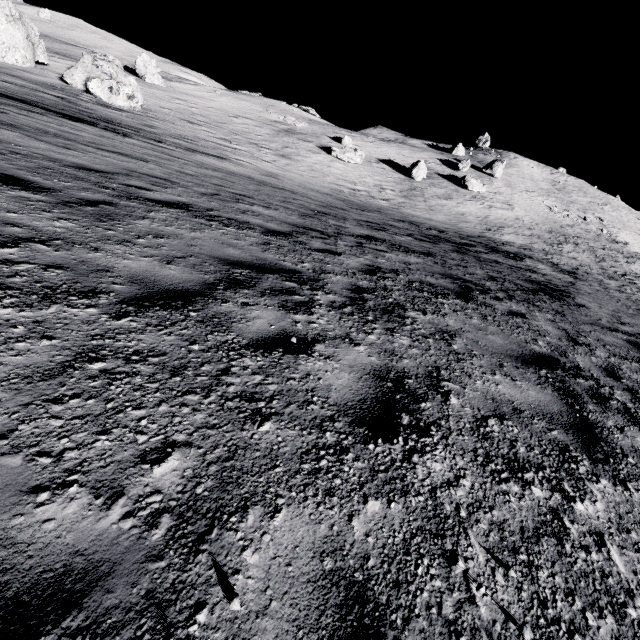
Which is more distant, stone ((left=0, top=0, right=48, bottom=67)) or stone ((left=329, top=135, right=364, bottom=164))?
stone ((left=329, top=135, right=364, bottom=164))

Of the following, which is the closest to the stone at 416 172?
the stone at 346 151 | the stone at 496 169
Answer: the stone at 346 151

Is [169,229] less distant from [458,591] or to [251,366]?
[251,366]

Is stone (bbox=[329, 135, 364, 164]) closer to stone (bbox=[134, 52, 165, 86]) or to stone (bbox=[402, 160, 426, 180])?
stone (bbox=[402, 160, 426, 180])

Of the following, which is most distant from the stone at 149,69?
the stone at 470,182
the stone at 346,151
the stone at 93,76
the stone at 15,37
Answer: the stone at 470,182

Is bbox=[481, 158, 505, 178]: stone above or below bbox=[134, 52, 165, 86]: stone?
above

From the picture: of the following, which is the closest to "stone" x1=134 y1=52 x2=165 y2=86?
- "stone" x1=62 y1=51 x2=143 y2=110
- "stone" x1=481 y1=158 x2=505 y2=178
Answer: "stone" x1=62 y1=51 x2=143 y2=110

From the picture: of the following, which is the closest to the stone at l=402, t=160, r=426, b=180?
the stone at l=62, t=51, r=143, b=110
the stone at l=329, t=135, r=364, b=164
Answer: the stone at l=329, t=135, r=364, b=164
